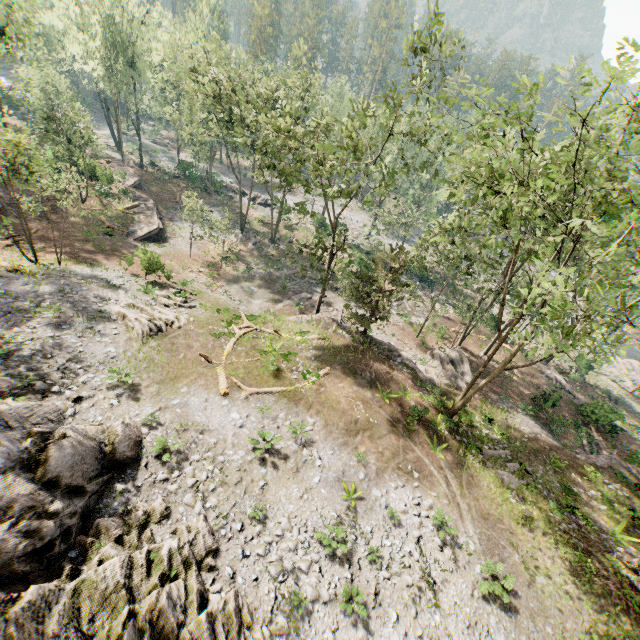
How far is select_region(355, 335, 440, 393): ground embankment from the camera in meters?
24.2

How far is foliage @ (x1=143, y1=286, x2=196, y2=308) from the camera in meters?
23.1

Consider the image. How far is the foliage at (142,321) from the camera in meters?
18.8

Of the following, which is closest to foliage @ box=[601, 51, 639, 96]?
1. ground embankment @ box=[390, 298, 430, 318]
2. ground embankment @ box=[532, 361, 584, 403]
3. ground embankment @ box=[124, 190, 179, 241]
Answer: ground embankment @ box=[390, 298, 430, 318]

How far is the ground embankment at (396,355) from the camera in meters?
24.2 m

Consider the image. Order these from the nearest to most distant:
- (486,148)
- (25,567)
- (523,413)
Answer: (25,567) < (486,148) < (523,413)

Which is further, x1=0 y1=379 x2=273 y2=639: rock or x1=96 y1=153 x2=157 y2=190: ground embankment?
x1=96 y1=153 x2=157 y2=190: ground embankment

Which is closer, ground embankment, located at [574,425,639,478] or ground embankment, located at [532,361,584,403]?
ground embankment, located at [574,425,639,478]
